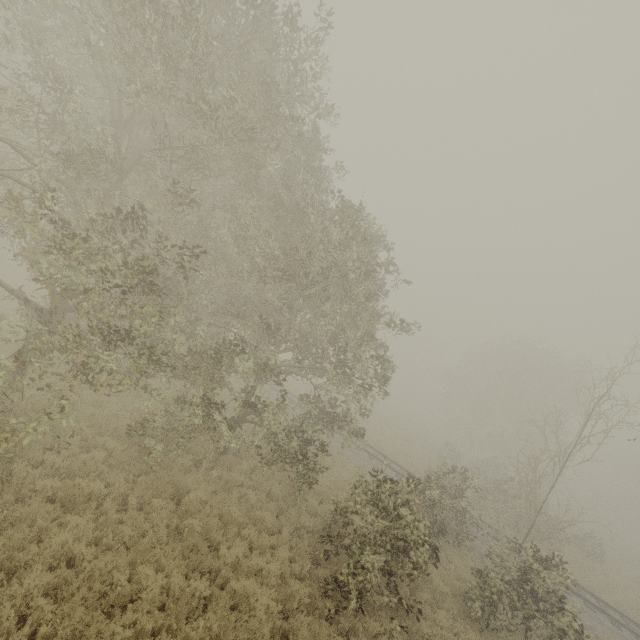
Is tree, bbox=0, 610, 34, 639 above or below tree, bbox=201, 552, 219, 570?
below

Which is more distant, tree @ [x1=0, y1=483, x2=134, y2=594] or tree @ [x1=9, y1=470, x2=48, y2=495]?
tree @ [x1=9, y1=470, x2=48, y2=495]

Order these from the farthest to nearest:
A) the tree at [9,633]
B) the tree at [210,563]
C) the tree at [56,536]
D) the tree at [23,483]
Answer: the tree at [210,563] < the tree at [23,483] < the tree at [56,536] < the tree at [9,633]

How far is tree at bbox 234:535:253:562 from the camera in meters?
8.6

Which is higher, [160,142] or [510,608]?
[160,142]

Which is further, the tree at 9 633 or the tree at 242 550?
the tree at 242 550
